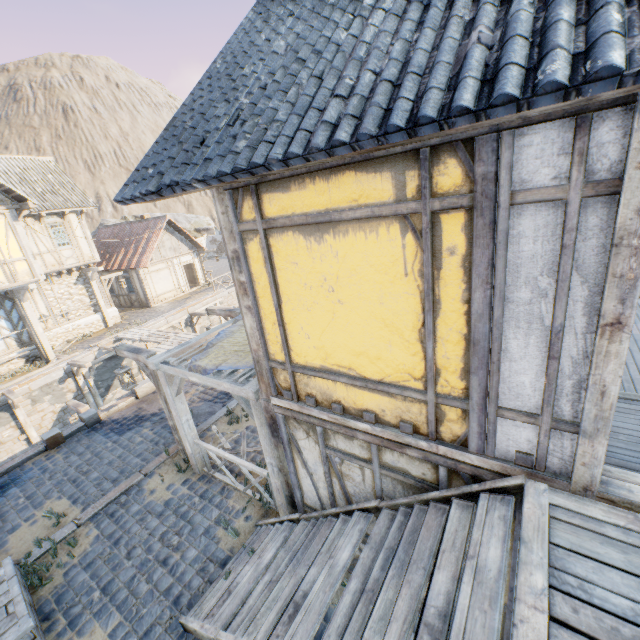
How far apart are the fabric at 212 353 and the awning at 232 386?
0.0 meters

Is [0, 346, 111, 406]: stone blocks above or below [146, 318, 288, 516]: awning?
below

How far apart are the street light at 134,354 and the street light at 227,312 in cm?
230

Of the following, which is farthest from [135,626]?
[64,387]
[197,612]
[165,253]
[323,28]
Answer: [165,253]

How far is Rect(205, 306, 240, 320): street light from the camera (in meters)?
8.98

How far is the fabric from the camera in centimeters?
558cm

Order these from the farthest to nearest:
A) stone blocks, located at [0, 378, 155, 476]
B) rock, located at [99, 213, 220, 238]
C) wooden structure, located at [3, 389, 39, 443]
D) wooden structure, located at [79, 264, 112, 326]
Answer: rock, located at [99, 213, 220, 238], wooden structure, located at [79, 264, 112, 326], wooden structure, located at [3, 389, 39, 443], stone blocks, located at [0, 378, 155, 476]

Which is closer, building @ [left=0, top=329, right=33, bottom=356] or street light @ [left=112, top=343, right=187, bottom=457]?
street light @ [left=112, top=343, right=187, bottom=457]
